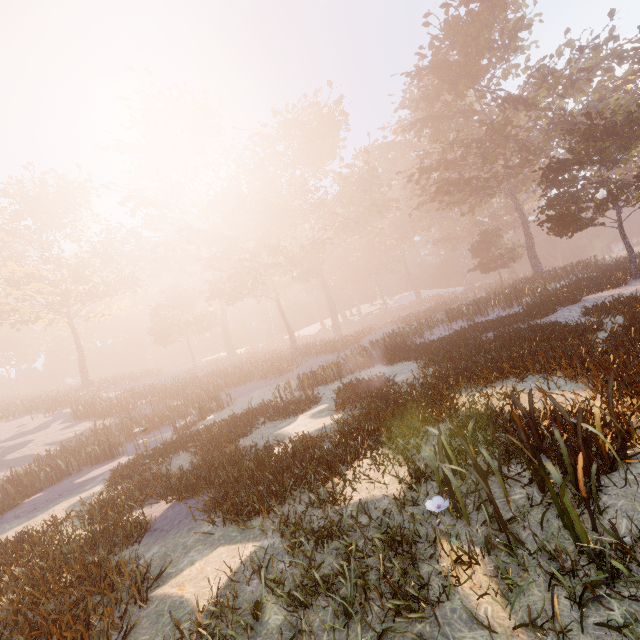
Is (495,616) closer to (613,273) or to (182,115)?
(613,273)
